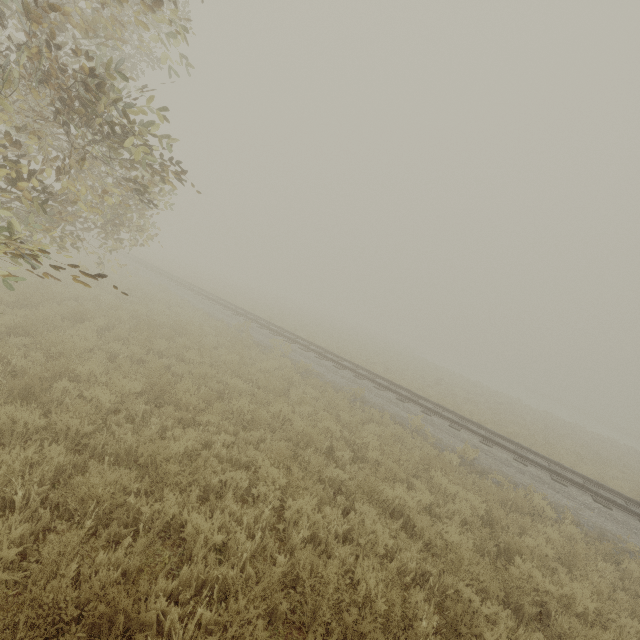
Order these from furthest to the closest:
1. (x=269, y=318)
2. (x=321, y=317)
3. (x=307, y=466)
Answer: (x=321, y=317) < (x=269, y=318) < (x=307, y=466)
